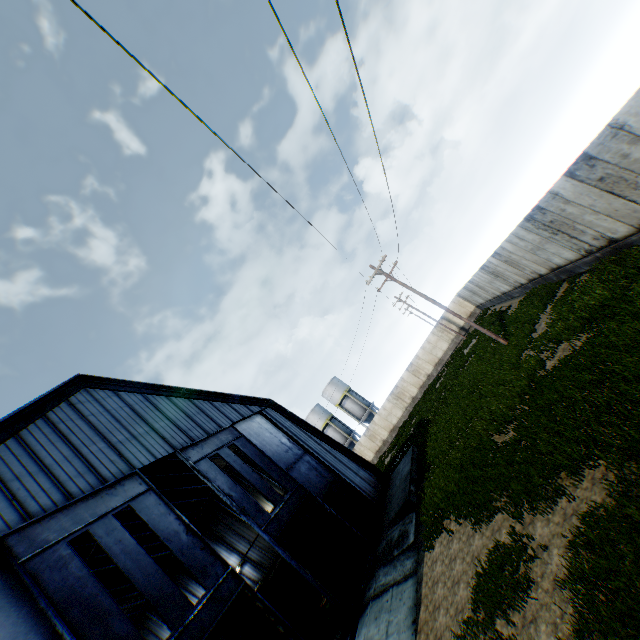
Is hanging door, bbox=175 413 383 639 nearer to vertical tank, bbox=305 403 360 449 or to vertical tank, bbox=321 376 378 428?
vertical tank, bbox=321 376 378 428

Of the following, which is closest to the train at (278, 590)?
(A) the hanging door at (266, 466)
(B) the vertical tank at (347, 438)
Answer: (A) the hanging door at (266, 466)

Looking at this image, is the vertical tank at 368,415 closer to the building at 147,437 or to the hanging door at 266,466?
the building at 147,437

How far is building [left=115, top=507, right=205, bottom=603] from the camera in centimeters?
2285cm

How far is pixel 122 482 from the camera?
Answer: 12.6 meters

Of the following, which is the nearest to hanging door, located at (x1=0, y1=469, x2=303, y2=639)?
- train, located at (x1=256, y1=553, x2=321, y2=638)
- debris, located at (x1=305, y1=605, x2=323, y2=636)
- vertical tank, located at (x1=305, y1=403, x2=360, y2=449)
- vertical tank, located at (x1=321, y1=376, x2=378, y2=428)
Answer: debris, located at (x1=305, y1=605, x2=323, y2=636)

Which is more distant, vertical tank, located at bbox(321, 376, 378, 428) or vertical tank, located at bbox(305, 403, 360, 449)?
vertical tank, located at bbox(305, 403, 360, 449)

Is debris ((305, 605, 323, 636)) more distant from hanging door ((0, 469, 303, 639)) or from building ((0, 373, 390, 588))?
building ((0, 373, 390, 588))
